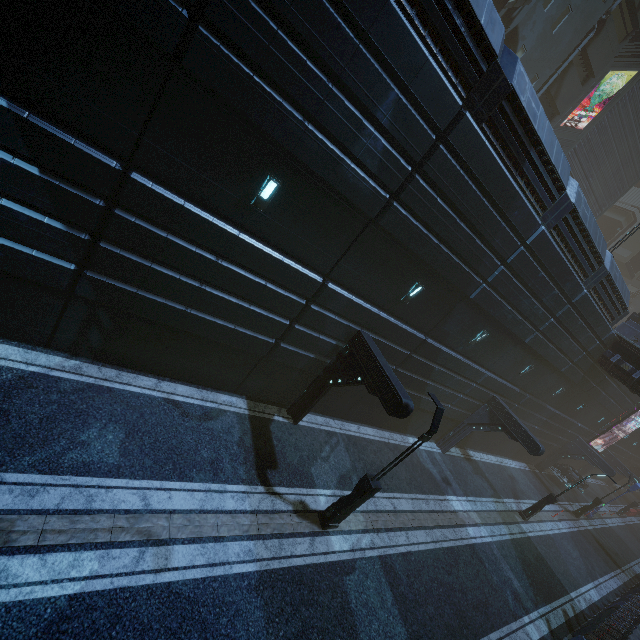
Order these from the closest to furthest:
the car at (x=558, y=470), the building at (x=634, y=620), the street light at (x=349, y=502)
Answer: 1. the street light at (x=349, y=502)
2. the building at (x=634, y=620)
3. the car at (x=558, y=470)

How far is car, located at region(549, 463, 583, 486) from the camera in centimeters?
2988cm

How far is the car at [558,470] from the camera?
29.9m

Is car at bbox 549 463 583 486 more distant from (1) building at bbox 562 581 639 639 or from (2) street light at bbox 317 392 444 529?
(2) street light at bbox 317 392 444 529

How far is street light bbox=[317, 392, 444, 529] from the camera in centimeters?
912cm

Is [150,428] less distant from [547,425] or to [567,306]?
[567,306]

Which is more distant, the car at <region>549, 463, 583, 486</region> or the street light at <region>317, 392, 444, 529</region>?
the car at <region>549, 463, 583, 486</region>
